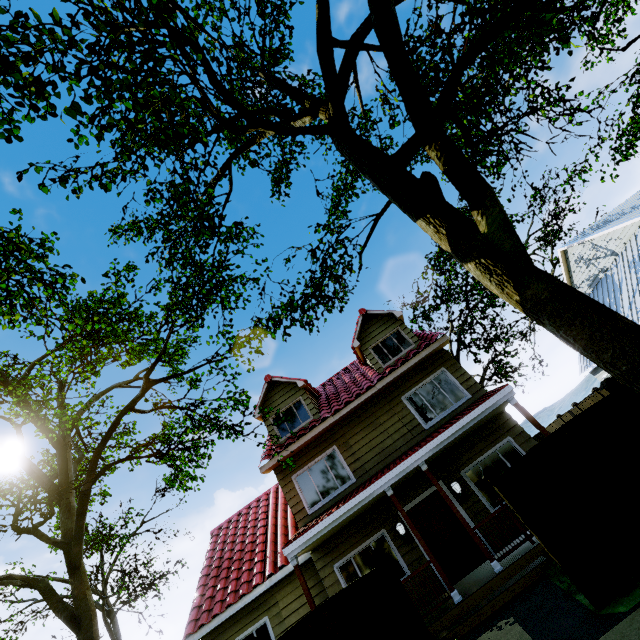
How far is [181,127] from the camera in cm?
595

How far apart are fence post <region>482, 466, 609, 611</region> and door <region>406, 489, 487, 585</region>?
4.74m

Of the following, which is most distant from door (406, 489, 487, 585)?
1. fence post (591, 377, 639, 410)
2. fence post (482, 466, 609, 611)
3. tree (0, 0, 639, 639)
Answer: fence post (591, 377, 639, 410)

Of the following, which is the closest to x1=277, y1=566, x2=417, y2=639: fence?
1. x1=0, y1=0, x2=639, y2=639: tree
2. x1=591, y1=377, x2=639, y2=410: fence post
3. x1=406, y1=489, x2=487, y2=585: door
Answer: x1=591, y1=377, x2=639, y2=410: fence post

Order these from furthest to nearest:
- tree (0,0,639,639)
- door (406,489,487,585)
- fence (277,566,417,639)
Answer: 1. door (406,489,487,585)
2. fence (277,566,417,639)
3. tree (0,0,639,639)

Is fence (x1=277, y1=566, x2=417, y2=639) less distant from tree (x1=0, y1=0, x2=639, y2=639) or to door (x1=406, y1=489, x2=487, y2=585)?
tree (x1=0, y1=0, x2=639, y2=639)

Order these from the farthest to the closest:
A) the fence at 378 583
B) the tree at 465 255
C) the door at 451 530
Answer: the door at 451 530
the fence at 378 583
the tree at 465 255

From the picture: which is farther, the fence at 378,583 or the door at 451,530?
the door at 451,530
